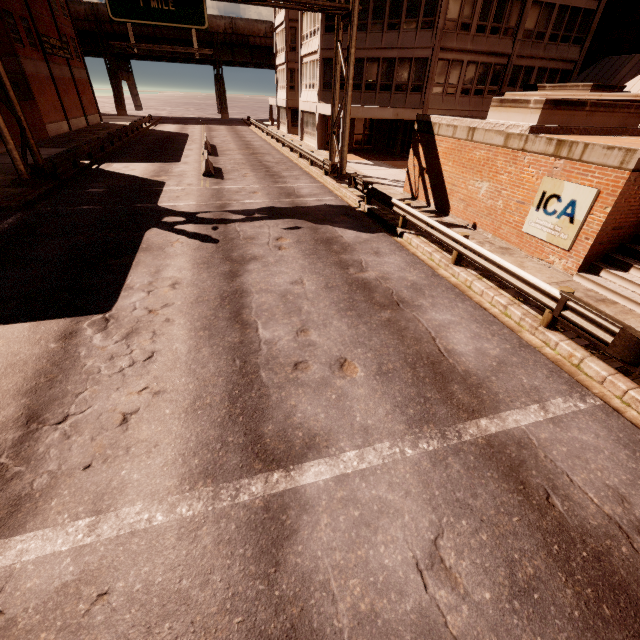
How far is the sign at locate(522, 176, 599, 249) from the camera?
9.0 meters

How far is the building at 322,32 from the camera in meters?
27.2 m

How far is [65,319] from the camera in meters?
7.3

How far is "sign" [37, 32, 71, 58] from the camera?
31.7 meters

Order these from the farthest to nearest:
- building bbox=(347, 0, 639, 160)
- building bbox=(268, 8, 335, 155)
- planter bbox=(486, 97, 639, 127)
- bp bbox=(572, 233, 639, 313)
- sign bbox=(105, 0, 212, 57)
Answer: building bbox=(268, 8, 335, 155) → building bbox=(347, 0, 639, 160) → sign bbox=(105, 0, 212, 57) → planter bbox=(486, 97, 639, 127) → bp bbox=(572, 233, 639, 313)

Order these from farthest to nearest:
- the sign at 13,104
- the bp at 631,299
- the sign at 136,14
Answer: the sign at 13,104
the sign at 136,14
the bp at 631,299

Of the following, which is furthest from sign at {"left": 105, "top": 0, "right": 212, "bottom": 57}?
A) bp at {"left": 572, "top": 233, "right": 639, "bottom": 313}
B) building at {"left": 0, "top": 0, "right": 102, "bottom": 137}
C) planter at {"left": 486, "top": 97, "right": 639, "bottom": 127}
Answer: bp at {"left": 572, "top": 233, "right": 639, "bottom": 313}

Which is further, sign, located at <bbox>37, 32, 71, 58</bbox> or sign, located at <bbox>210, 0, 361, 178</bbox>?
sign, located at <bbox>37, 32, 71, 58</bbox>
